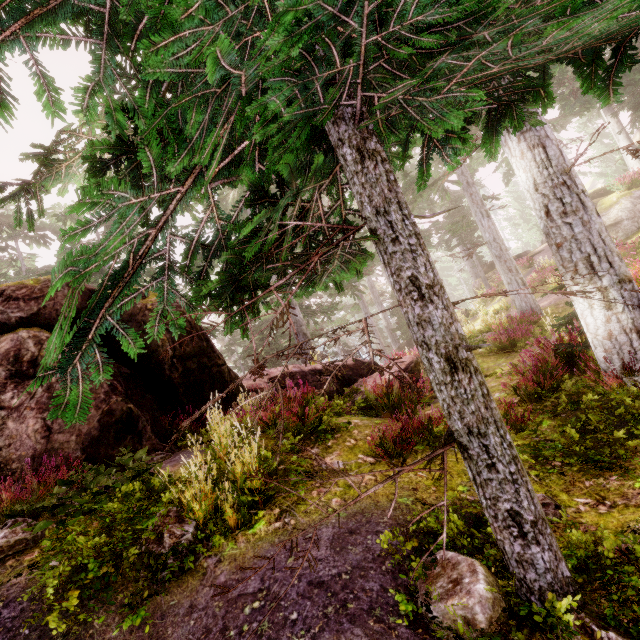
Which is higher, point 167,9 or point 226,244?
point 167,9

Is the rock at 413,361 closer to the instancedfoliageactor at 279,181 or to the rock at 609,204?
the instancedfoliageactor at 279,181

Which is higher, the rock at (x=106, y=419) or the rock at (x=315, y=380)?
the rock at (x=106, y=419)

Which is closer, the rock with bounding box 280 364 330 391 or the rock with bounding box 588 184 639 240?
the rock with bounding box 280 364 330 391

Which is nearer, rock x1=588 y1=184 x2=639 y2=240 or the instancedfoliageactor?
the instancedfoliageactor

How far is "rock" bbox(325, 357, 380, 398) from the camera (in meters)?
10.88

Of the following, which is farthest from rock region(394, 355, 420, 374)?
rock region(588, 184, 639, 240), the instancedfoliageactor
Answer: rock region(588, 184, 639, 240)

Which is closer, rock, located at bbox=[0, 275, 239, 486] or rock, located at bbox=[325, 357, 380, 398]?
rock, located at bbox=[0, 275, 239, 486]
